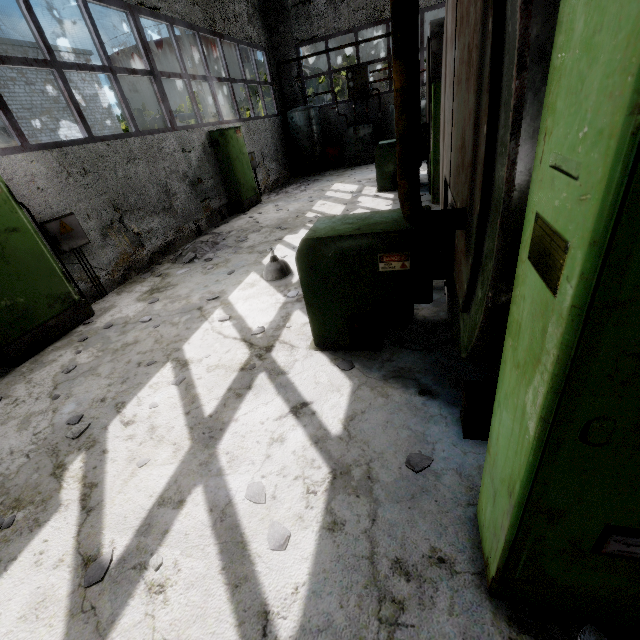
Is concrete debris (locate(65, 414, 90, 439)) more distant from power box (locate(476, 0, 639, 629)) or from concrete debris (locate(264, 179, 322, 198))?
concrete debris (locate(264, 179, 322, 198))

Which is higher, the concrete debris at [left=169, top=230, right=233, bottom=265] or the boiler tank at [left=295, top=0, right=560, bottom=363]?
the boiler tank at [left=295, top=0, right=560, bottom=363]

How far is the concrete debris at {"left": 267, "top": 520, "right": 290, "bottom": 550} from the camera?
2.05m

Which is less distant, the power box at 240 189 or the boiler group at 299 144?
A: the power box at 240 189

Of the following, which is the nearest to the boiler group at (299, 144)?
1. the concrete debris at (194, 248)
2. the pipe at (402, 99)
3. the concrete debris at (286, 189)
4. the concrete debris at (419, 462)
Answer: the concrete debris at (286, 189)

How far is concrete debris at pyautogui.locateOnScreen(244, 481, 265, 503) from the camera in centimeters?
232cm

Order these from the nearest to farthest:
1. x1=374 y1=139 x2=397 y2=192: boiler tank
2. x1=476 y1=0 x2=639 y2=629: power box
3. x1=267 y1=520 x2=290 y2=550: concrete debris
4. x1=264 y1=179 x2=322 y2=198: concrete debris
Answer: x1=476 y1=0 x2=639 y2=629: power box
x1=267 y1=520 x2=290 y2=550: concrete debris
x1=374 y1=139 x2=397 y2=192: boiler tank
x1=264 y1=179 x2=322 y2=198: concrete debris

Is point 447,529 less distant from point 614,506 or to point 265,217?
point 614,506
